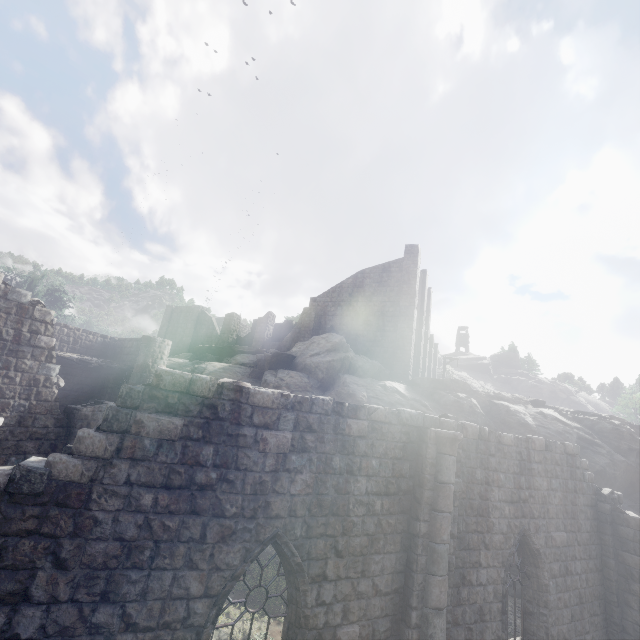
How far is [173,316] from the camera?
39.9m

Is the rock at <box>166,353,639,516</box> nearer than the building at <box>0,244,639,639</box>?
No

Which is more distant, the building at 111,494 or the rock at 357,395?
the rock at 357,395
